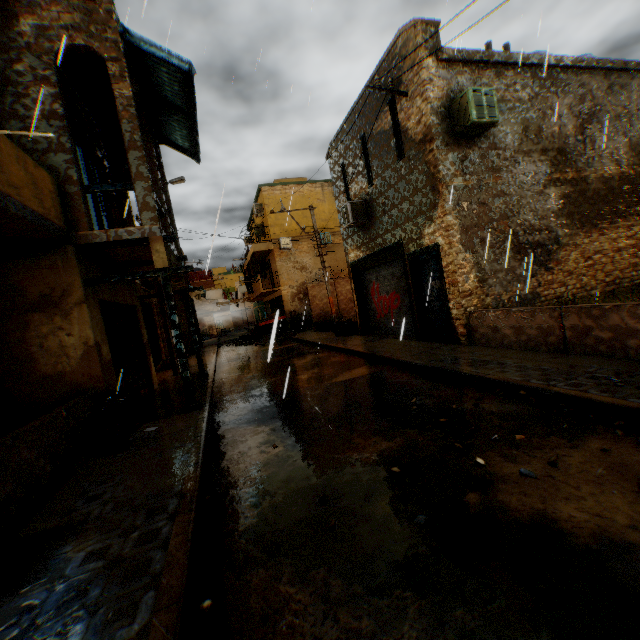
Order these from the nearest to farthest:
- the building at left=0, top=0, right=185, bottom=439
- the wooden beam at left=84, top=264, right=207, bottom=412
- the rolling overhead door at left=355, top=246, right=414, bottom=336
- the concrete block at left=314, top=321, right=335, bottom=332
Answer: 1. the building at left=0, top=0, right=185, bottom=439
2. the wooden beam at left=84, top=264, right=207, bottom=412
3. the rolling overhead door at left=355, top=246, right=414, bottom=336
4. the concrete block at left=314, top=321, right=335, bottom=332

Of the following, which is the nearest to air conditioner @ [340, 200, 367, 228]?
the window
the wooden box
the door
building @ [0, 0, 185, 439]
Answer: building @ [0, 0, 185, 439]

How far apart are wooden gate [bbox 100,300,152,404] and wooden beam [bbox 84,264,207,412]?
0.6 meters

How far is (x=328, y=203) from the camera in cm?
2492

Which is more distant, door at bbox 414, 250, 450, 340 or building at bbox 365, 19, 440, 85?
door at bbox 414, 250, 450, 340

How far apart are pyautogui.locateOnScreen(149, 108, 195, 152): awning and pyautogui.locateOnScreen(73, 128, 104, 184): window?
1.4 meters

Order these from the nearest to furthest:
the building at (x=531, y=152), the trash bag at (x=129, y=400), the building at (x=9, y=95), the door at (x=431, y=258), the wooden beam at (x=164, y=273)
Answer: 1. the trash bag at (x=129, y=400)
2. the building at (x=9, y=95)
3. the wooden beam at (x=164, y=273)
4. the building at (x=531, y=152)
5. the door at (x=431, y=258)

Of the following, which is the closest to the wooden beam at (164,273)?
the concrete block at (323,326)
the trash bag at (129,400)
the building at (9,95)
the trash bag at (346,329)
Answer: the building at (9,95)
